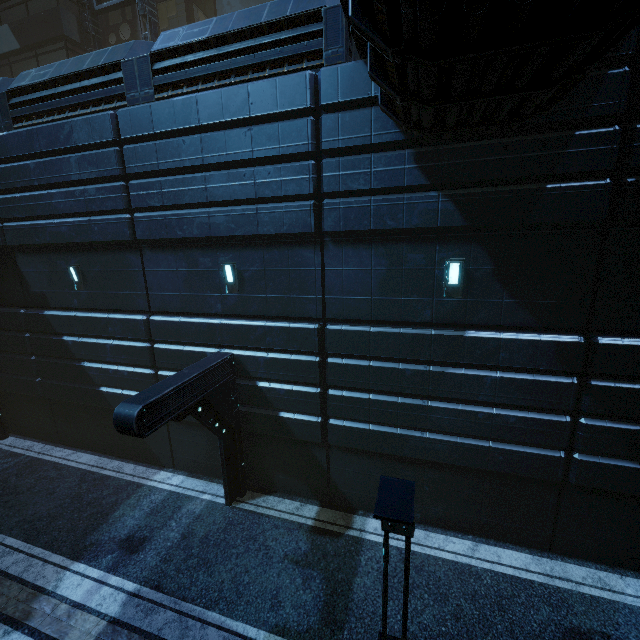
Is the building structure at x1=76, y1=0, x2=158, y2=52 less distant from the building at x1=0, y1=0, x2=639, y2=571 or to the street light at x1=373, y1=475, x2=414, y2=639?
the building at x1=0, y1=0, x2=639, y2=571

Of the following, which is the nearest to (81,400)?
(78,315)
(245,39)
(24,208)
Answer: (78,315)

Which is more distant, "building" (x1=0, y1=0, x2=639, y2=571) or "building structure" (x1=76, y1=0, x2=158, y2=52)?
"building structure" (x1=76, y1=0, x2=158, y2=52)

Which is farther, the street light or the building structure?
the building structure

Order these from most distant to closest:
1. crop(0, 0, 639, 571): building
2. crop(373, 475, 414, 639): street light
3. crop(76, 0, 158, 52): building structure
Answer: crop(76, 0, 158, 52): building structure < crop(0, 0, 639, 571): building < crop(373, 475, 414, 639): street light

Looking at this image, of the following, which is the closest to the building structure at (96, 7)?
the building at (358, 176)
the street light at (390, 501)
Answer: the building at (358, 176)

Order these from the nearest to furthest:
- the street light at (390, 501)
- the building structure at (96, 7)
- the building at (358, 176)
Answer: the street light at (390, 501) → the building at (358, 176) → the building structure at (96, 7)
